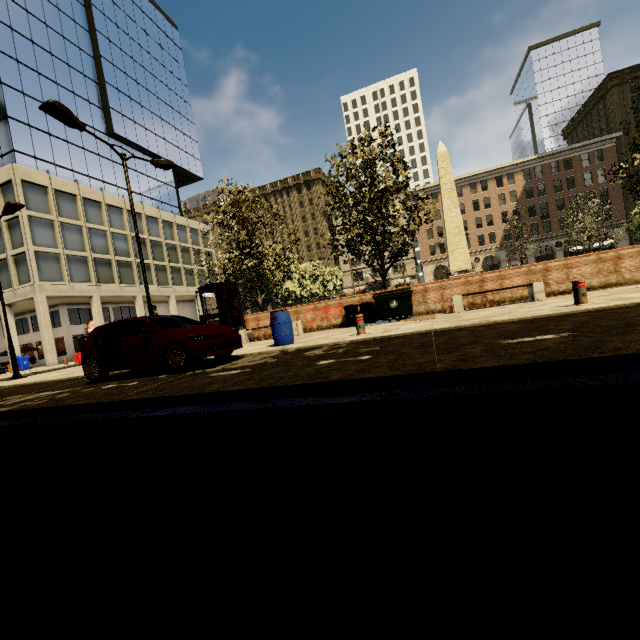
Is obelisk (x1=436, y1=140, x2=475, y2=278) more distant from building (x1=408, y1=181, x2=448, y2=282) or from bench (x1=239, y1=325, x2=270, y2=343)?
building (x1=408, y1=181, x2=448, y2=282)

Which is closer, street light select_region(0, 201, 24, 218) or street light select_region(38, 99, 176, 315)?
street light select_region(38, 99, 176, 315)

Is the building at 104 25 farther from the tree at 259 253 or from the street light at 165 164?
the street light at 165 164

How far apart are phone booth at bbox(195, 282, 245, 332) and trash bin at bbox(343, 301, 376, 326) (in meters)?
5.46

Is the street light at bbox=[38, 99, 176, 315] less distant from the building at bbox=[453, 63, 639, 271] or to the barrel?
the barrel

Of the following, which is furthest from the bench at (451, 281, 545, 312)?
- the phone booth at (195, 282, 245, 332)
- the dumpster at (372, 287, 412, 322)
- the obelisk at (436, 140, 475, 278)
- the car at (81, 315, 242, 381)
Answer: the obelisk at (436, 140, 475, 278)

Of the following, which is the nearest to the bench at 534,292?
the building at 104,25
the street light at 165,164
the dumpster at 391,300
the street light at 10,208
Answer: the dumpster at 391,300

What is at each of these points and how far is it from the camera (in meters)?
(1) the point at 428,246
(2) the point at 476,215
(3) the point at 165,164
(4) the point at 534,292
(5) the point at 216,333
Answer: (1) building, 57.94
(2) building, 55.12
(3) street light, 13.02
(4) bench, 10.22
(5) car, 7.34
